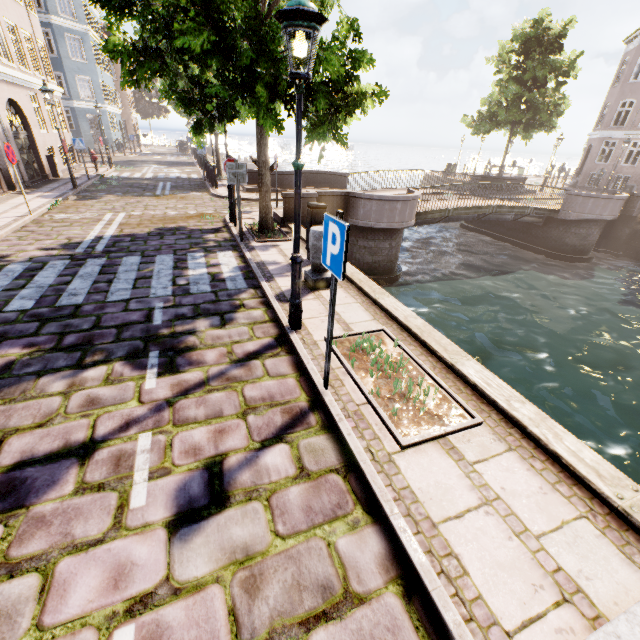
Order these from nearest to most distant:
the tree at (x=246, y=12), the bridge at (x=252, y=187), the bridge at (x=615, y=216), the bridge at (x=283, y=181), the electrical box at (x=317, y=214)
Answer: the tree at (x=246, y=12)
the electrical box at (x=317, y=214)
the bridge at (x=283, y=181)
the bridge at (x=615, y=216)
the bridge at (x=252, y=187)

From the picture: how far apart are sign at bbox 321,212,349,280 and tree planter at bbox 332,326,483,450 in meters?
1.4 m

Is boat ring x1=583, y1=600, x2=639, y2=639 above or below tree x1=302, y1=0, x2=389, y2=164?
below

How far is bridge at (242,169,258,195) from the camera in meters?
16.2 m

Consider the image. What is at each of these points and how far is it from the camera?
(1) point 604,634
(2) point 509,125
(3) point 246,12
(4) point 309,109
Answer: (1) boat ring, 1.88m
(2) tree, 26.39m
(3) tree, 5.61m
(4) tree, 9.14m

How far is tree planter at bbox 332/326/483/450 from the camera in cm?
322

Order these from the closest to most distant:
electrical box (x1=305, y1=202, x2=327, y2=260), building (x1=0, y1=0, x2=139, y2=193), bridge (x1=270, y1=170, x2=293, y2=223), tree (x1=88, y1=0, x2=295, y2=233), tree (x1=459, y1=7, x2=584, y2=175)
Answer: tree (x1=88, y1=0, x2=295, y2=233), electrical box (x1=305, y1=202, x2=327, y2=260), bridge (x1=270, y1=170, x2=293, y2=223), building (x1=0, y1=0, x2=139, y2=193), tree (x1=459, y1=7, x2=584, y2=175)

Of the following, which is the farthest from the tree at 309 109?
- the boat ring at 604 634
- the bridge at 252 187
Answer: the boat ring at 604 634
